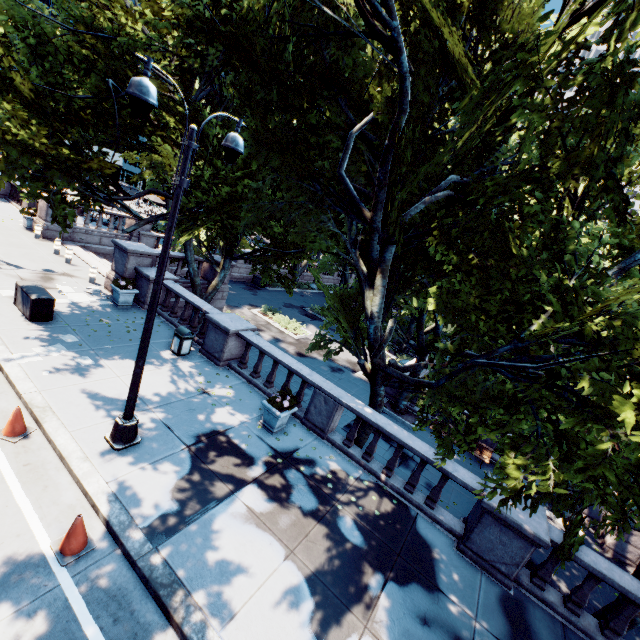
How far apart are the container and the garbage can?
3.9 meters

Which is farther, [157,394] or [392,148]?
[157,394]

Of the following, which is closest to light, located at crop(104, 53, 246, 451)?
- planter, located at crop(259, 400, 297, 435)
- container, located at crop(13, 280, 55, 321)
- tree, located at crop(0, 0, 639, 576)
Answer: tree, located at crop(0, 0, 639, 576)

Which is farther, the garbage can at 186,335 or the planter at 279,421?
the garbage can at 186,335

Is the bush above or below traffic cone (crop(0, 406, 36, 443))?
below

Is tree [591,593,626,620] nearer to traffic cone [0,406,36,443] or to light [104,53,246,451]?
light [104,53,246,451]

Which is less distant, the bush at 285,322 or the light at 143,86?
the light at 143,86

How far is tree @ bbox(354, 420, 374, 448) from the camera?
11.2 meters
